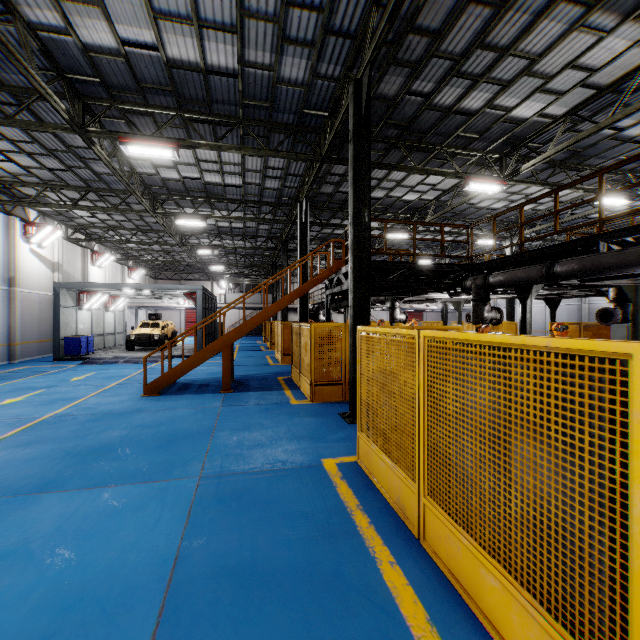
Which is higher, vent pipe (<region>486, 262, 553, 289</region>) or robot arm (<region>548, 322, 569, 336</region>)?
vent pipe (<region>486, 262, 553, 289</region>)

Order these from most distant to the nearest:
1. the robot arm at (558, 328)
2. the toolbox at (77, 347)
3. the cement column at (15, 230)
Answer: the toolbox at (77, 347), the cement column at (15, 230), the robot arm at (558, 328)

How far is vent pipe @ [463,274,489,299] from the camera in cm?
945

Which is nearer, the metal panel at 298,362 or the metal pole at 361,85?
the metal pole at 361,85

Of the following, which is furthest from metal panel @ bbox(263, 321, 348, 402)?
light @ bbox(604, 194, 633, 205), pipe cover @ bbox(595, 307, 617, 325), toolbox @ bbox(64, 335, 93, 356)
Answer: toolbox @ bbox(64, 335, 93, 356)

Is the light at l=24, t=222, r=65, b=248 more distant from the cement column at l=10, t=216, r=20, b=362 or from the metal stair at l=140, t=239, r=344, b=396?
the metal stair at l=140, t=239, r=344, b=396

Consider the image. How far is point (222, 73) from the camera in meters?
8.8

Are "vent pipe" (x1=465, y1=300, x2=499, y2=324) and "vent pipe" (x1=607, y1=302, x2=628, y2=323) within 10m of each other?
yes
